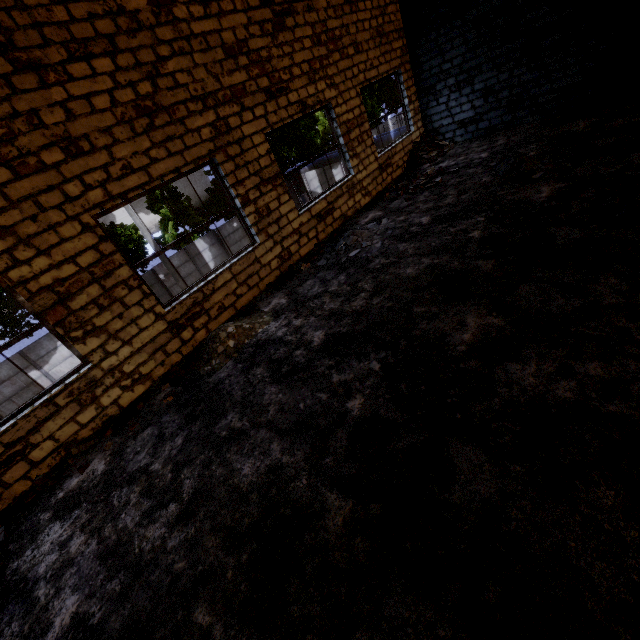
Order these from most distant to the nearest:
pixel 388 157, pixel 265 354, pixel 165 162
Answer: pixel 388 157, pixel 165 162, pixel 265 354

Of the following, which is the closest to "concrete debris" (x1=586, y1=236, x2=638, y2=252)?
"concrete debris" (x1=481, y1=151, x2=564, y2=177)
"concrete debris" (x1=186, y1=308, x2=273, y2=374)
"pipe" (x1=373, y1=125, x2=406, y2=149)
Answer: "concrete debris" (x1=481, y1=151, x2=564, y2=177)

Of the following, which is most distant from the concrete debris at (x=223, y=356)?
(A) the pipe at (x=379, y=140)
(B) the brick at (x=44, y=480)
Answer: (A) the pipe at (x=379, y=140)

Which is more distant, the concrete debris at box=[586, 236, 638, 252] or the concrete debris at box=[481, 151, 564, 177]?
the concrete debris at box=[481, 151, 564, 177]

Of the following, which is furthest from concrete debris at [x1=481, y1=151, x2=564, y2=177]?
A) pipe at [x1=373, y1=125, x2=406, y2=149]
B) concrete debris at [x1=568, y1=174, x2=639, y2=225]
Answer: pipe at [x1=373, y1=125, x2=406, y2=149]

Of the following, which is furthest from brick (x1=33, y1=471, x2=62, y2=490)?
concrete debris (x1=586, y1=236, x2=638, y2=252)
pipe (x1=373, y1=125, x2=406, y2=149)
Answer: pipe (x1=373, y1=125, x2=406, y2=149)

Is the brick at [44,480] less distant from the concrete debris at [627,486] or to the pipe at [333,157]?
the concrete debris at [627,486]

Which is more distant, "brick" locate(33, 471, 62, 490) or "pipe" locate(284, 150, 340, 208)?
"pipe" locate(284, 150, 340, 208)
